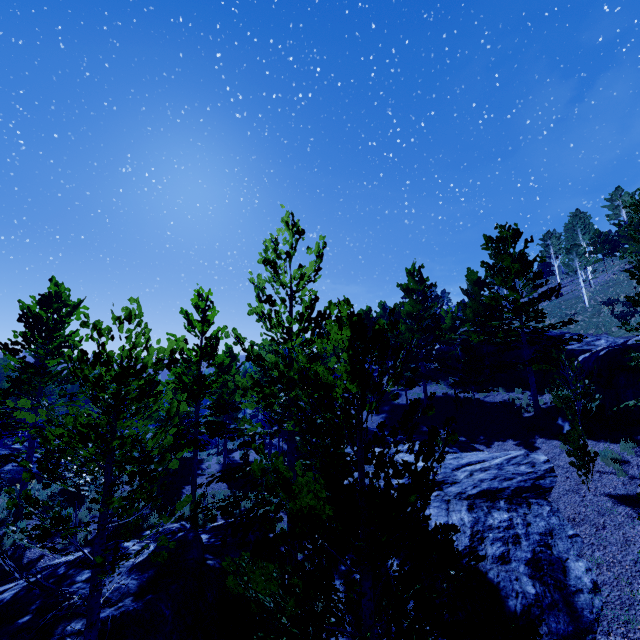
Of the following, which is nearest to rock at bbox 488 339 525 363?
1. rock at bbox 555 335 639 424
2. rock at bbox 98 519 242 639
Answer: rock at bbox 555 335 639 424

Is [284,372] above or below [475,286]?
below

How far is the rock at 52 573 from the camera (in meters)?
8.42

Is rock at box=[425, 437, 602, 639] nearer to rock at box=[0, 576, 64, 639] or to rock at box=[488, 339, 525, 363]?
rock at box=[488, 339, 525, 363]

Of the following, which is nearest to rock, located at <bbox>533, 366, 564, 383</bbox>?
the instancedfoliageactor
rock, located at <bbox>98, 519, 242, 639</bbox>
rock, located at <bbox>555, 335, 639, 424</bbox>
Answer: the instancedfoliageactor

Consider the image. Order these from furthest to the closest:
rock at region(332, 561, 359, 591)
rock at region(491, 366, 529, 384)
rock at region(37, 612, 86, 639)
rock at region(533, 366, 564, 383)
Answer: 1. rock at region(491, 366, 529, 384)
2. rock at region(533, 366, 564, 383)
3. rock at region(332, 561, 359, 591)
4. rock at region(37, 612, 86, 639)

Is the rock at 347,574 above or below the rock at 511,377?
below
